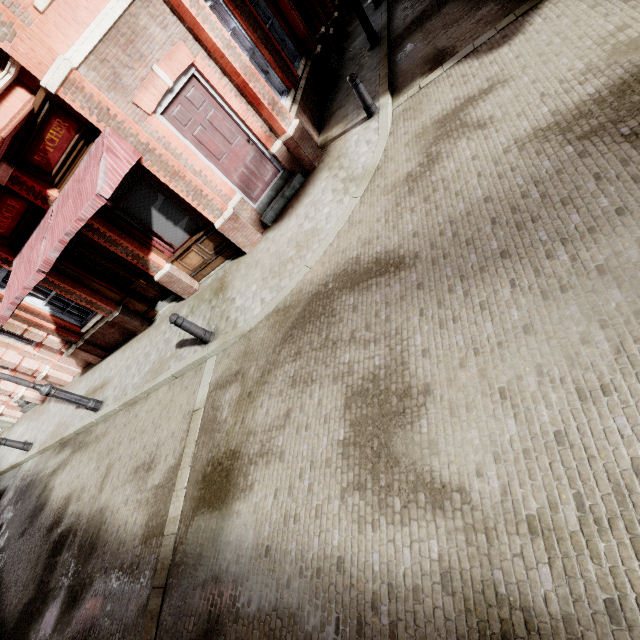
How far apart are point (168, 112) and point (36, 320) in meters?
8.0 m

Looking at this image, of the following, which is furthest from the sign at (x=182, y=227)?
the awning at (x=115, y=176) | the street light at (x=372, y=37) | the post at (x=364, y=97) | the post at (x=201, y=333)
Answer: the street light at (x=372, y=37)

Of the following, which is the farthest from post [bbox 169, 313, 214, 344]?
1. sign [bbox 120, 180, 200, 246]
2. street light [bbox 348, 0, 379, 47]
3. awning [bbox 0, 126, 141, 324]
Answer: street light [bbox 348, 0, 379, 47]

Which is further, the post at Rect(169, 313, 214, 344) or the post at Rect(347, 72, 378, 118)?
the post at Rect(347, 72, 378, 118)

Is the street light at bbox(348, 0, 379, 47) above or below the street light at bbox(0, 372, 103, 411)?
below

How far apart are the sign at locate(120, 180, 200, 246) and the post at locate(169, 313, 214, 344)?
2.6 meters

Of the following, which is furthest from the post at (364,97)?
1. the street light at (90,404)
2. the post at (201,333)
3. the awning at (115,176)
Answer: the street light at (90,404)

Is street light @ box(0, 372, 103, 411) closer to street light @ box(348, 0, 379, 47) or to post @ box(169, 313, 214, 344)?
post @ box(169, 313, 214, 344)
